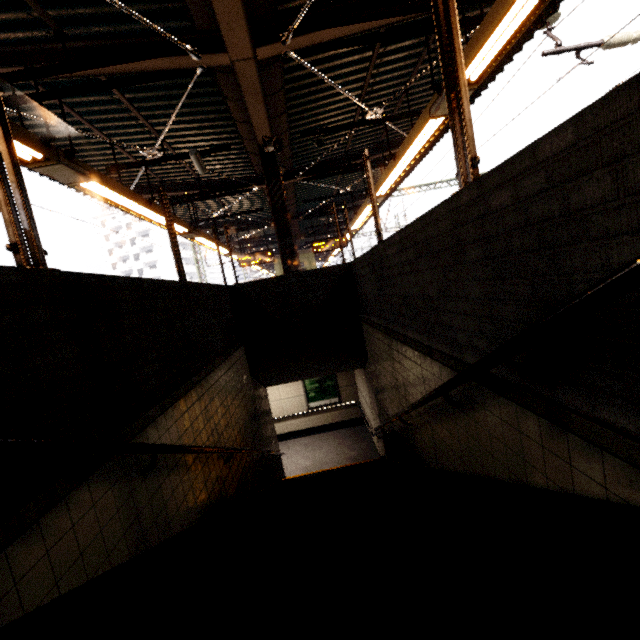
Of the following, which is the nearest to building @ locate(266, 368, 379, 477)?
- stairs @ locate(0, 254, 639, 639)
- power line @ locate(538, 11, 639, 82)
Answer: stairs @ locate(0, 254, 639, 639)

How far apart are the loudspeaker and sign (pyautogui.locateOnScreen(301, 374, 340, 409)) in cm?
748

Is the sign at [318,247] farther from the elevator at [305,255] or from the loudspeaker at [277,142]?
the loudspeaker at [277,142]

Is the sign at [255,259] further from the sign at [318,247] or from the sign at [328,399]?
the sign at [328,399]

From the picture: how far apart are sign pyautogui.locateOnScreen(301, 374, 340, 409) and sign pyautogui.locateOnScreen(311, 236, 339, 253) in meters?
4.7 m

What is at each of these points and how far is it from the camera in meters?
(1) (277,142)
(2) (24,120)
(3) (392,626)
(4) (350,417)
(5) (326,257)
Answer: (1) loudspeaker, 6.0
(2) awning structure, 5.5
(3) stairs, 0.8
(4) building, 12.2
(5) awning structure, 33.5

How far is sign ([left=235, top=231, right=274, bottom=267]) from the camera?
13.5 meters

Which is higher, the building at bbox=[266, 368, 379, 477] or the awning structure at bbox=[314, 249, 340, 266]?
the awning structure at bbox=[314, 249, 340, 266]
